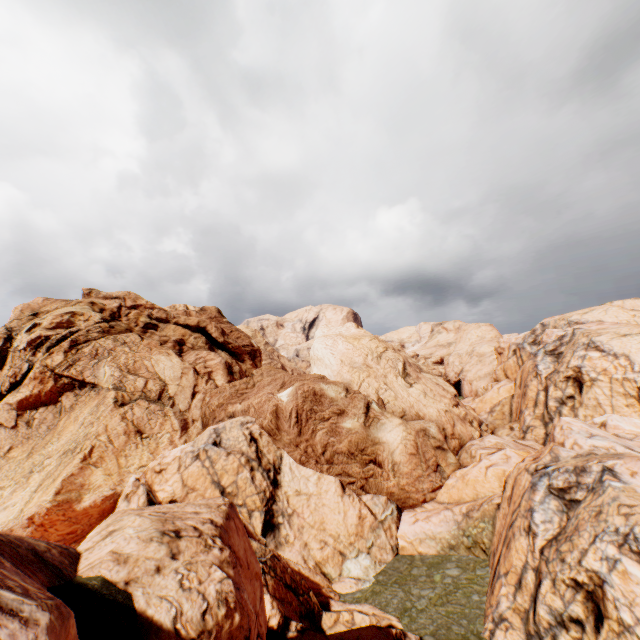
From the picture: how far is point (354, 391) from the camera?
31.6 meters
